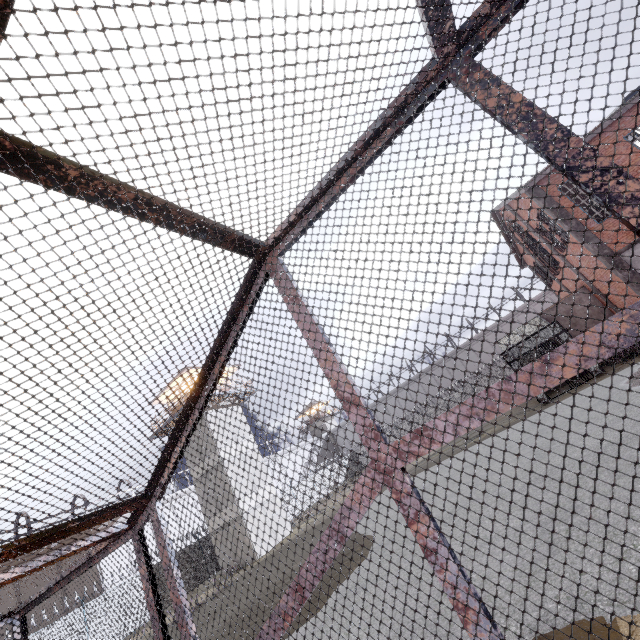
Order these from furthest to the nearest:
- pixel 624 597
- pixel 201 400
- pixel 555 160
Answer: pixel 624 597
pixel 201 400
pixel 555 160
